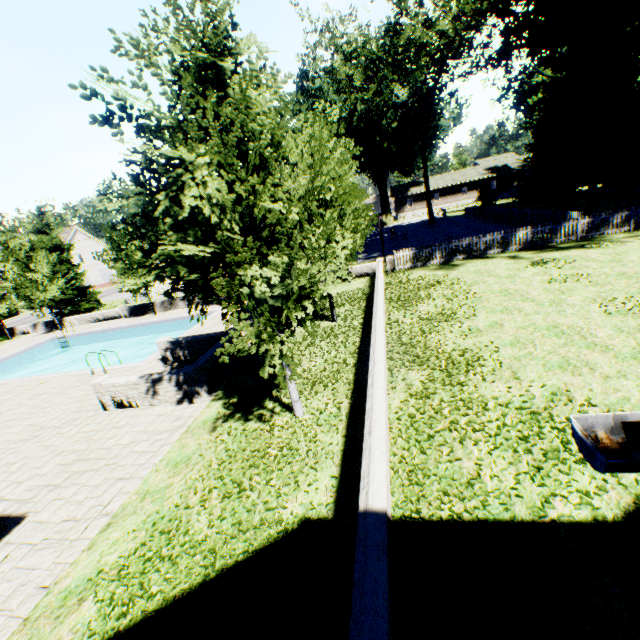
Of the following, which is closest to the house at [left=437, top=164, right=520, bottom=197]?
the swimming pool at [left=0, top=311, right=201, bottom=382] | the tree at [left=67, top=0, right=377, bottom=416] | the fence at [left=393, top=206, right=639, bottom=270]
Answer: the fence at [left=393, top=206, right=639, bottom=270]

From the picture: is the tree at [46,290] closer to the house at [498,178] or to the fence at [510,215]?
the fence at [510,215]

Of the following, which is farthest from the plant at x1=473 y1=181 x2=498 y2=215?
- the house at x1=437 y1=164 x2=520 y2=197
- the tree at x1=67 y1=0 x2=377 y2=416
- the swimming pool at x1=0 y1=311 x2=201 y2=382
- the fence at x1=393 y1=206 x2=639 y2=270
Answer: the swimming pool at x1=0 y1=311 x2=201 y2=382

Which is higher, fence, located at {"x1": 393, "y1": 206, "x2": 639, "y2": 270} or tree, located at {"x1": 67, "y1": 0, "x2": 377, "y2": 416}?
tree, located at {"x1": 67, "y1": 0, "x2": 377, "y2": 416}

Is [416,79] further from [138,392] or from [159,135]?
[138,392]

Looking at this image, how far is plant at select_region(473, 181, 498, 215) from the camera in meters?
36.0

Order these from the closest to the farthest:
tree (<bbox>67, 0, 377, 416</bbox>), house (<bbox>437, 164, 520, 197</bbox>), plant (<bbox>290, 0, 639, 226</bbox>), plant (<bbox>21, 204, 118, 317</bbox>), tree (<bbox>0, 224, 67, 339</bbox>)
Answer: tree (<bbox>67, 0, 377, 416</bbox>)
plant (<bbox>290, 0, 639, 226</bbox>)
tree (<bbox>0, 224, 67, 339</bbox>)
plant (<bbox>21, 204, 118, 317</bbox>)
house (<bbox>437, 164, 520, 197</bbox>)

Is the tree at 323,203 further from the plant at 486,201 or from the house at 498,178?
the house at 498,178
